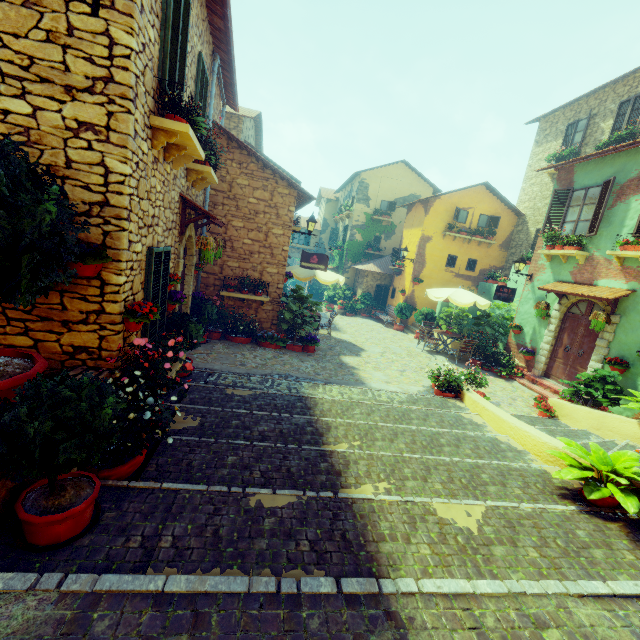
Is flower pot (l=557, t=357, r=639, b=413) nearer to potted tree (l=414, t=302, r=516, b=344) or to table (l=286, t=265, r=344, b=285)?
potted tree (l=414, t=302, r=516, b=344)

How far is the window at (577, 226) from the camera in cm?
958

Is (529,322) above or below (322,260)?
below

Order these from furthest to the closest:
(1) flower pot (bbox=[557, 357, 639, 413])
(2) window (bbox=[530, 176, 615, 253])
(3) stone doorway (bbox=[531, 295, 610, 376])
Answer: (3) stone doorway (bbox=[531, 295, 610, 376])
(2) window (bbox=[530, 176, 615, 253])
(1) flower pot (bbox=[557, 357, 639, 413])

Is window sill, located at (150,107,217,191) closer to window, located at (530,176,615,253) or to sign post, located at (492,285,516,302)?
window, located at (530,176,615,253)

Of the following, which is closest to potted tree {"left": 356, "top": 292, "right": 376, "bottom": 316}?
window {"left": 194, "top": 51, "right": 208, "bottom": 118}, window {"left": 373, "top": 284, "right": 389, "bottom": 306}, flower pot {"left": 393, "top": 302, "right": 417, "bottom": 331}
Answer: window {"left": 373, "top": 284, "right": 389, "bottom": 306}

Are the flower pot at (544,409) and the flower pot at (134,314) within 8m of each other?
no

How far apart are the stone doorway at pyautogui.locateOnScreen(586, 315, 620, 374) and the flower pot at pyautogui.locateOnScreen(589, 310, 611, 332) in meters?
0.2 m
